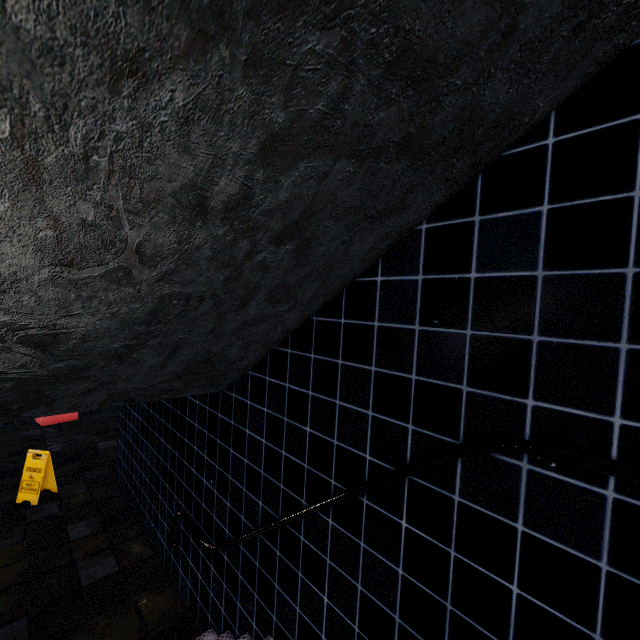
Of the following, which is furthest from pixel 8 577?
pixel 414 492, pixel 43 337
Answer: pixel 414 492
